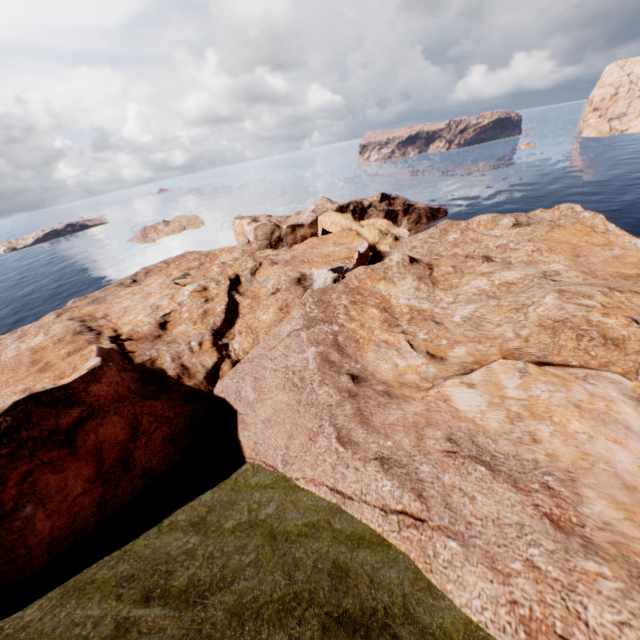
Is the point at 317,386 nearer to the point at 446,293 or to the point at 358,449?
the point at 358,449
